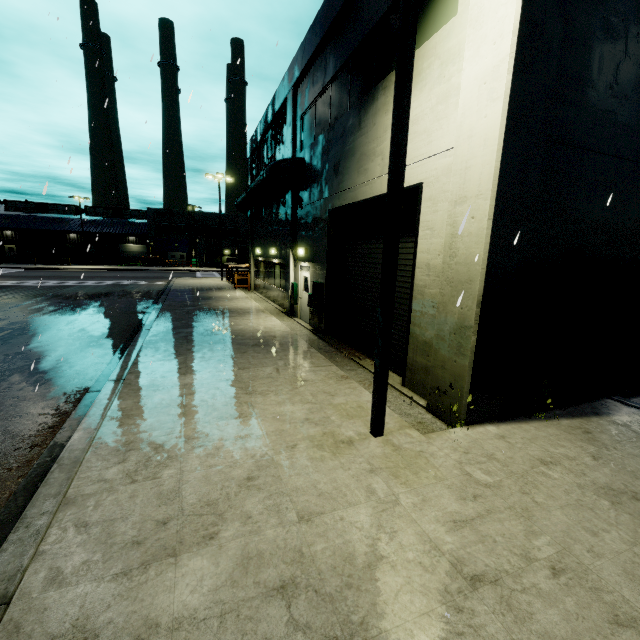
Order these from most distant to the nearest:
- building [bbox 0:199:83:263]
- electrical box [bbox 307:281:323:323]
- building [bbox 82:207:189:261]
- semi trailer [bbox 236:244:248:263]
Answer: building [bbox 82:207:189:261] → building [bbox 0:199:83:263] → semi trailer [bbox 236:244:248:263] → electrical box [bbox 307:281:323:323]

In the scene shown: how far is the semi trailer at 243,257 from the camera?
48.3m

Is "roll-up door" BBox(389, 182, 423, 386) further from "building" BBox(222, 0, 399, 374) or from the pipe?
the pipe

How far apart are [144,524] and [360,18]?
12.08m

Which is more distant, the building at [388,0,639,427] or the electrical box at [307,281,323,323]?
the electrical box at [307,281,323,323]

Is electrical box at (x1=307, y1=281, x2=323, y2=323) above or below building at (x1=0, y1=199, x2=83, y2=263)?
below

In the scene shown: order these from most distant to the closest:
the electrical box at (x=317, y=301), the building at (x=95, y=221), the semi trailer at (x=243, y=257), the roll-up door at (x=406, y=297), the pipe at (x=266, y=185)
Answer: the building at (x=95, y=221), the semi trailer at (x=243, y=257), the pipe at (x=266, y=185), the electrical box at (x=317, y=301), the roll-up door at (x=406, y=297)

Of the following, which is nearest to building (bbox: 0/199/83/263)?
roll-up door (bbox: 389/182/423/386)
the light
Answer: roll-up door (bbox: 389/182/423/386)
